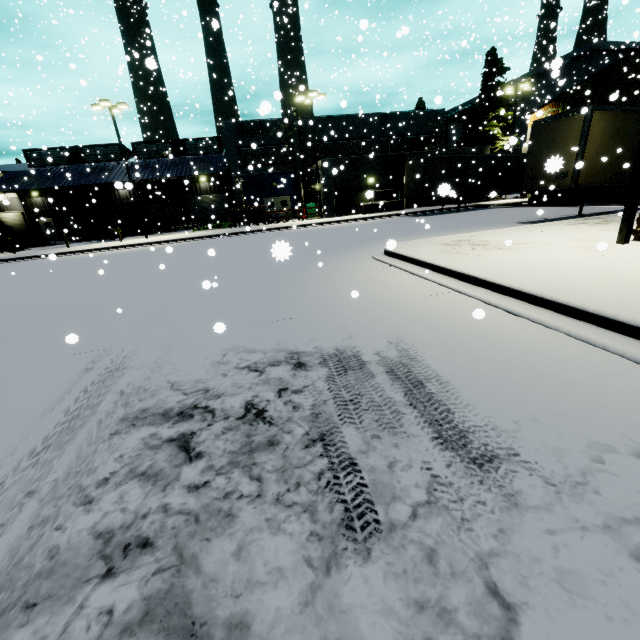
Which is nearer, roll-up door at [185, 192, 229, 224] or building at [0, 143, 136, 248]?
building at [0, 143, 136, 248]

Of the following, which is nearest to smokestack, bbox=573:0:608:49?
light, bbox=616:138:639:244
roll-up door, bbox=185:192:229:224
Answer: roll-up door, bbox=185:192:229:224

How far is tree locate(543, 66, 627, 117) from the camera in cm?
2333

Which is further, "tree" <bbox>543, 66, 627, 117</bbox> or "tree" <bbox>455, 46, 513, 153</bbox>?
"tree" <bbox>455, 46, 513, 153</bbox>

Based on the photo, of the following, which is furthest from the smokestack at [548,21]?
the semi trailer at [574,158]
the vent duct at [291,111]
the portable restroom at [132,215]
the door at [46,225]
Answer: the door at [46,225]

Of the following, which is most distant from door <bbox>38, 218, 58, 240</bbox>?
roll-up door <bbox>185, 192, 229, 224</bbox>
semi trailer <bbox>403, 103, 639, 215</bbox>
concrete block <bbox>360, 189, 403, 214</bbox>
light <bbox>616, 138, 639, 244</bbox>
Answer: light <bbox>616, 138, 639, 244</bbox>

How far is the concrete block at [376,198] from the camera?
29.3m

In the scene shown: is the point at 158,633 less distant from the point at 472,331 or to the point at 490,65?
the point at 472,331
